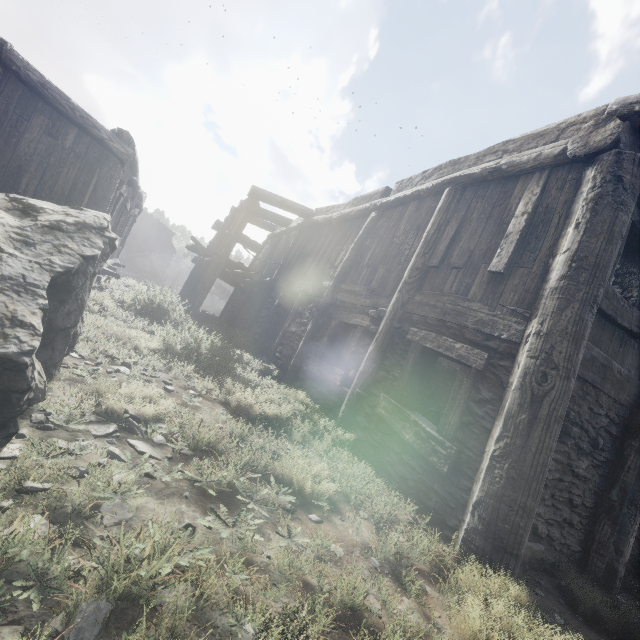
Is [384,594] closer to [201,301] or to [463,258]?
[463,258]
